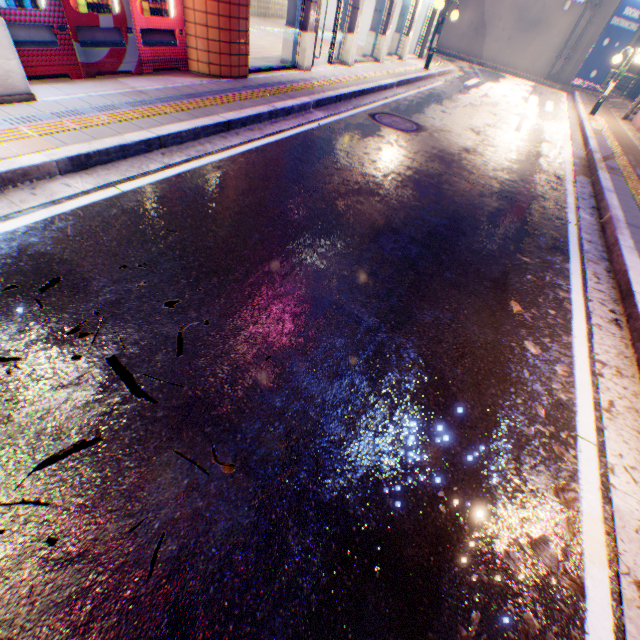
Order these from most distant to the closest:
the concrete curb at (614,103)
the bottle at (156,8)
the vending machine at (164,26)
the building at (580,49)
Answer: the building at (580,49), the concrete curb at (614,103), the bottle at (156,8), the vending machine at (164,26)

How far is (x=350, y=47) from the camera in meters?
10.5 m

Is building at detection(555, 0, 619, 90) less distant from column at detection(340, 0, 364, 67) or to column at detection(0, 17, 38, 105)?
column at detection(340, 0, 364, 67)

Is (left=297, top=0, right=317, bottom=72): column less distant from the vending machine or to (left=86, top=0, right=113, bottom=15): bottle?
the vending machine

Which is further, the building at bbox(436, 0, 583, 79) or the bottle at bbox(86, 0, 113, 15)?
the building at bbox(436, 0, 583, 79)

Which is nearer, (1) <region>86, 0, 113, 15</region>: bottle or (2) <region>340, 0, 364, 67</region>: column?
(1) <region>86, 0, 113, 15</region>: bottle

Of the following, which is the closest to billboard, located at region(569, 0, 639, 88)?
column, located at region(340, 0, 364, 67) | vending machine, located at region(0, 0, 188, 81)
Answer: column, located at region(340, 0, 364, 67)

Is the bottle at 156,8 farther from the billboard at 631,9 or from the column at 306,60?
the billboard at 631,9
